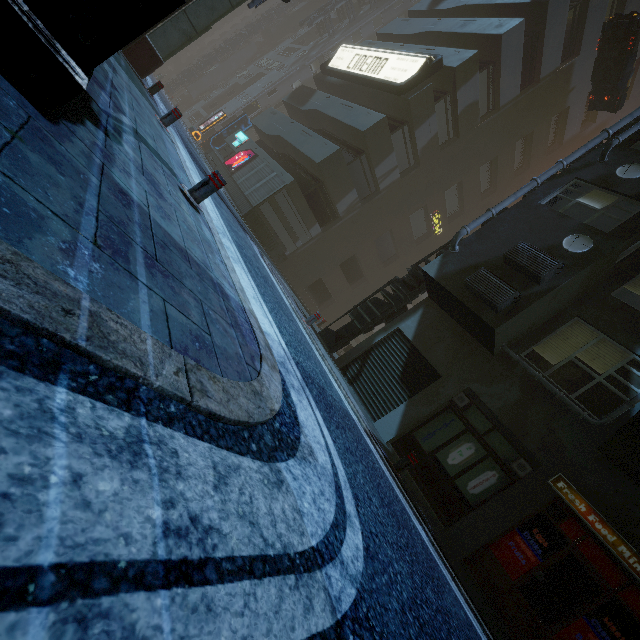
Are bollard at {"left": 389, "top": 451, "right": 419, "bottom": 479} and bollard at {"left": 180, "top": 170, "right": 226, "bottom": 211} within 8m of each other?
yes

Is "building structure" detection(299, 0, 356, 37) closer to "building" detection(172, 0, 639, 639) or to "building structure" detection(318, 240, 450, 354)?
"building" detection(172, 0, 639, 639)

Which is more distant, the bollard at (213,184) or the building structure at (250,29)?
the building structure at (250,29)

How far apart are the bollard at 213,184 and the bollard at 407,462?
6.19m

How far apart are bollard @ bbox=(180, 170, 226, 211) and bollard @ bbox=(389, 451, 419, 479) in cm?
619

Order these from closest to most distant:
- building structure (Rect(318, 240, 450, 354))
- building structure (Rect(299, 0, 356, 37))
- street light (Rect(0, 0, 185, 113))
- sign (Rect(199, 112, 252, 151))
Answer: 1. street light (Rect(0, 0, 185, 113))
2. building structure (Rect(318, 240, 450, 354))
3. sign (Rect(199, 112, 252, 151))
4. building structure (Rect(299, 0, 356, 37))

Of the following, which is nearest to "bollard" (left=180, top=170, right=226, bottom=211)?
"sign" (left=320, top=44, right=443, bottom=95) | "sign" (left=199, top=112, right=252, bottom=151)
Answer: "sign" (left=320, top=44, right=443, bottom=95)

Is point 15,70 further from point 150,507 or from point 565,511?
point 565,511
